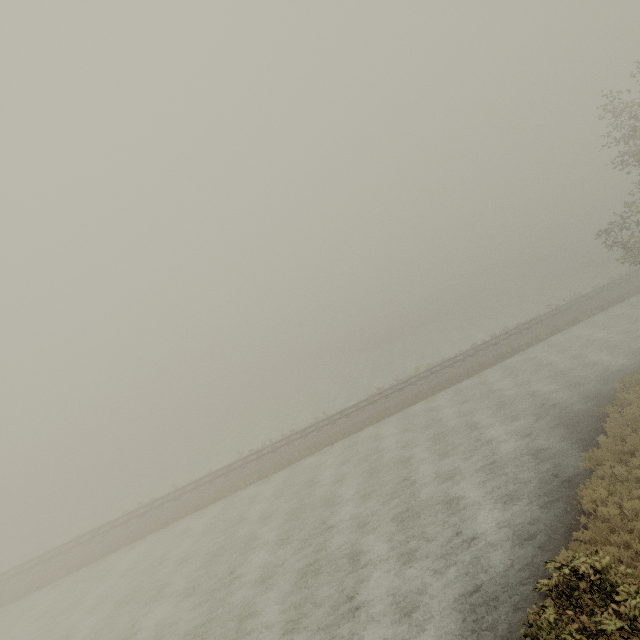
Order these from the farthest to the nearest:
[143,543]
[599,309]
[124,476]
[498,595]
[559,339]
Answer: [124,476] < [599,309] < [559,339] < [143,543] < [498,595]
